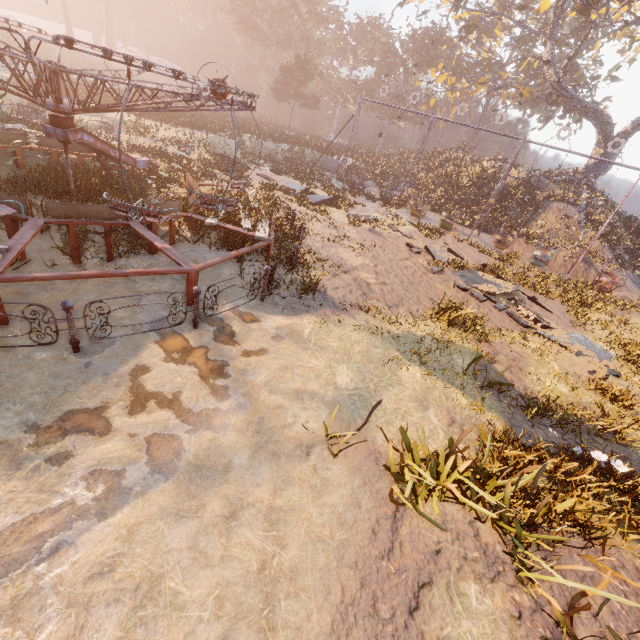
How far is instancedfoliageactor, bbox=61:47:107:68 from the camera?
39.03m

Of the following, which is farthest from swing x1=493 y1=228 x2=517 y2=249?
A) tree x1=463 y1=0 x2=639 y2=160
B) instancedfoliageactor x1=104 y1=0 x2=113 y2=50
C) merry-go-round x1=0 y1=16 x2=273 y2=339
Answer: merry-go-round x1=0 y1=16 x2=273 y2=339

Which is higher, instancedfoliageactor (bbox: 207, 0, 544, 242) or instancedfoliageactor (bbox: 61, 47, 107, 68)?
instancedfoliageactor (bbox: 207, 0, 544, 242)

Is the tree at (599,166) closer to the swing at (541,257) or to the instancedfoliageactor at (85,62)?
the swing at (541,257)

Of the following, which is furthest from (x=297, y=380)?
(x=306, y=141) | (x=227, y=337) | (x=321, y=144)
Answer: (x=321, y=144)

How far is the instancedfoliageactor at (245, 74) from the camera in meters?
58.7

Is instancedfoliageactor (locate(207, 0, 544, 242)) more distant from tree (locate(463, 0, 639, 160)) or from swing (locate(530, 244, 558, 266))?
tree (locate(463, 0, 639, 160))
